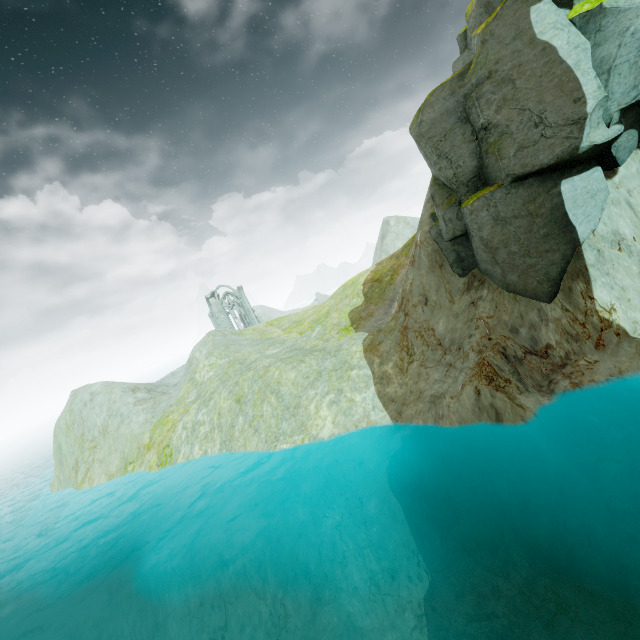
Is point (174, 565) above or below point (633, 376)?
below

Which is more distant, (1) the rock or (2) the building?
(2) the building

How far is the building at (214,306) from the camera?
58.53m

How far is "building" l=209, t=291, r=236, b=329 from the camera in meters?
58.5 m

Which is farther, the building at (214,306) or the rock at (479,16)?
the building at (214,306)
